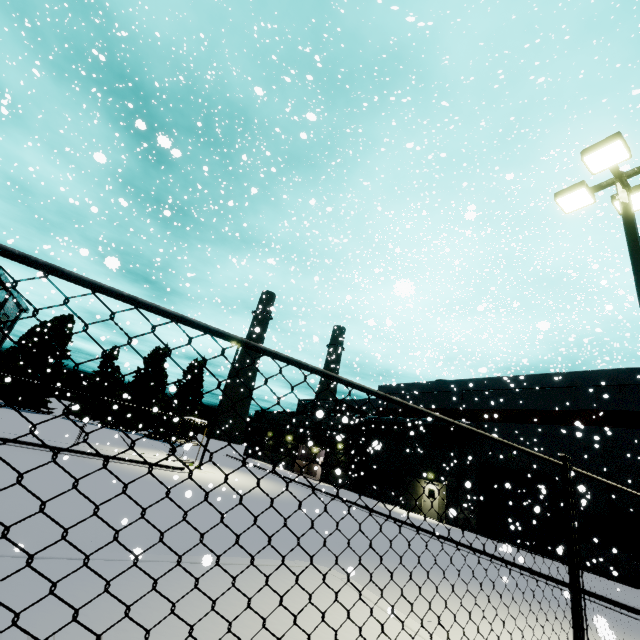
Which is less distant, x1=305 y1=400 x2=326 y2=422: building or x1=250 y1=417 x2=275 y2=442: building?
x1=305 y1=400 x2=326 y2=422: building

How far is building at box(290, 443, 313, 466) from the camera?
42.5 meters

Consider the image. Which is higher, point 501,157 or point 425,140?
point 501,157

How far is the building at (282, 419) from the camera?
48.9m

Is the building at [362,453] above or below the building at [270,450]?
above
